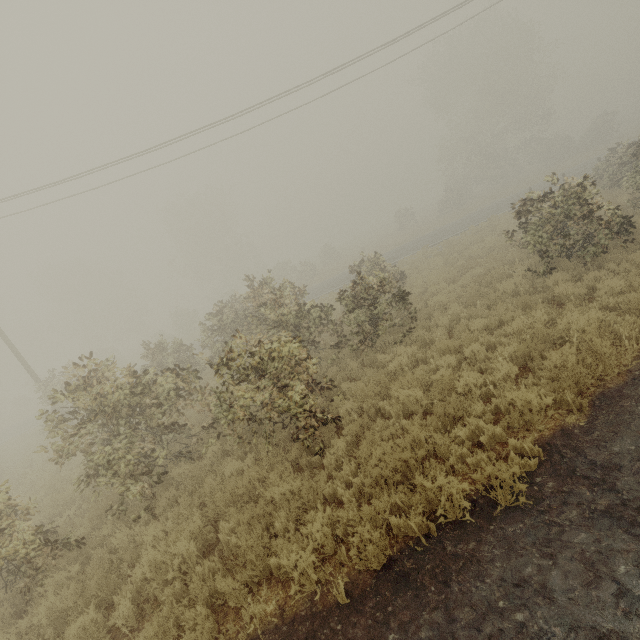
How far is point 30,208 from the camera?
16.6 meters
